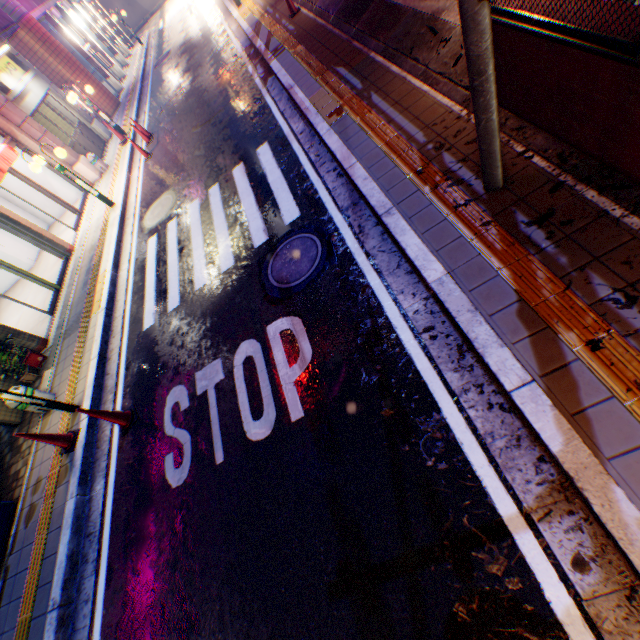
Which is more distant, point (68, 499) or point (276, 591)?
point (68, 499)

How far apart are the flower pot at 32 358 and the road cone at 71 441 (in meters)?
2.65

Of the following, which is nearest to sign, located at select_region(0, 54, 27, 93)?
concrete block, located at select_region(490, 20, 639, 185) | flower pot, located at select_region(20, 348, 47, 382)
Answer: flower pot, located at select_region(20, 348, 47, 382)

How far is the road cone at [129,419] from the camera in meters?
5.1 m

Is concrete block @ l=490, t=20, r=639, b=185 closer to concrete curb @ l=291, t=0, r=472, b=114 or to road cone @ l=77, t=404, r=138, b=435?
concrete curb @ l=291, t=0, r=472, b=114

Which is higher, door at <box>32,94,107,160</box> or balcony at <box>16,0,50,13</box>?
balcony at <box>16,0,50,13</box>

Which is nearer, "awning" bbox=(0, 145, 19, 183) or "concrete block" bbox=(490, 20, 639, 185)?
"concrete block" bbox=(490, 20, 639, 185)

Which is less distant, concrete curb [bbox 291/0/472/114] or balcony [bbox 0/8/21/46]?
concrete curb [bbox 291/0/472/114]
